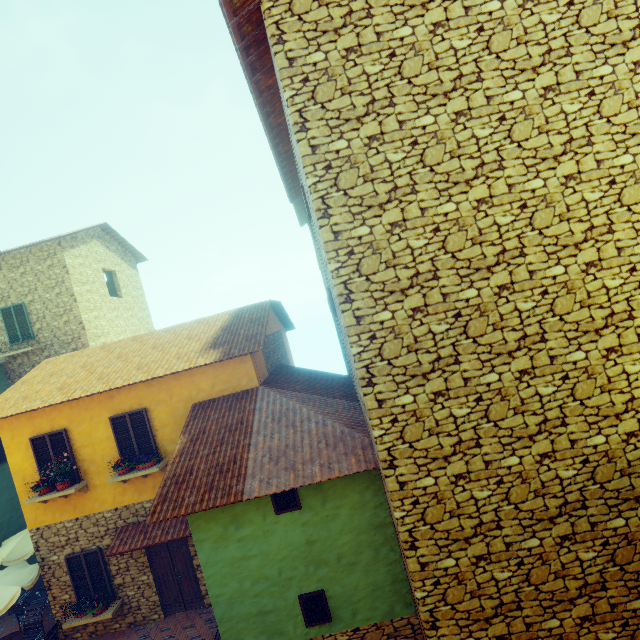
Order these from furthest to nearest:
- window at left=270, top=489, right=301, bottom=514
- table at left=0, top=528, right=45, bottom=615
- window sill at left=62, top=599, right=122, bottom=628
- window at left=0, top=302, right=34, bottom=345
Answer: window at left=0, top=302, right=34, bottom=345, window sill at left=62, top=599, right=122, bottom=628, table at left=0, top=528, right=45, bottom=615, window at left=270, top=489, right=301, bottom=514

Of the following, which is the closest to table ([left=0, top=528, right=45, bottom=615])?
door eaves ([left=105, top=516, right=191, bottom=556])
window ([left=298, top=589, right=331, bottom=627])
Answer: door eaves ([left=105, top=516, right=191, bottom=556])

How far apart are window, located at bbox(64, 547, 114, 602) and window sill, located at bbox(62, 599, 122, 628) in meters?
0.1 m

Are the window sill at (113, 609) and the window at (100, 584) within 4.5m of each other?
yes

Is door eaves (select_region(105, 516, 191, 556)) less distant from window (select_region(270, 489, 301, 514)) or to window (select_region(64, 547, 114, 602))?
window (select_region(64, 547, 114, 602))

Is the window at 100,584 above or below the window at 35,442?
below

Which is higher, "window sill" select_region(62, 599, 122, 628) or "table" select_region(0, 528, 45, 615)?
"table" select_region(0, 528, 45, 615)

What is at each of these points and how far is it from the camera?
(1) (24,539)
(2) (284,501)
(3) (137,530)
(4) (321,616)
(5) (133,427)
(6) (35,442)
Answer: (1) table, 11.2m
(2) window, 6.7m
(3) door eaves, 9.4m
(4) window, 6.8m
(5) window, 9.5m
(6) window, 9.5m
